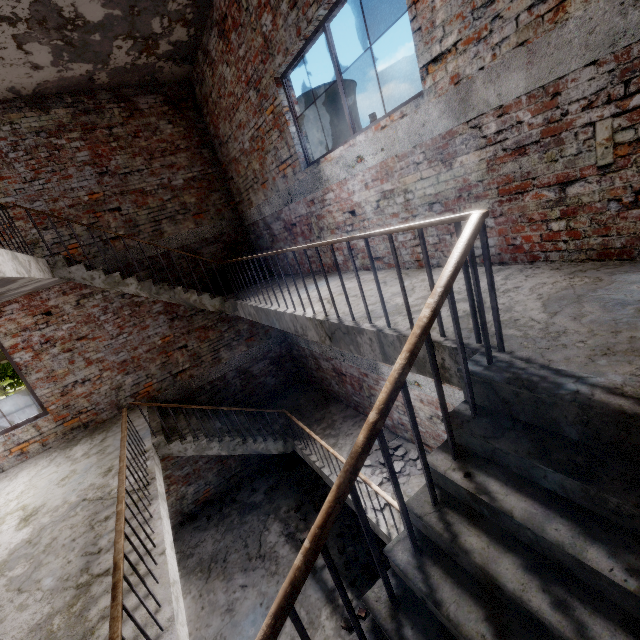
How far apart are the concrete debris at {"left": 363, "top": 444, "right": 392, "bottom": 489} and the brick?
3.4m

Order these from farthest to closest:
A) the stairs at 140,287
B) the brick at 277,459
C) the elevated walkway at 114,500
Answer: the brick at 277,459 < the elevated walkway at 114,500 < the stairs at 140,287

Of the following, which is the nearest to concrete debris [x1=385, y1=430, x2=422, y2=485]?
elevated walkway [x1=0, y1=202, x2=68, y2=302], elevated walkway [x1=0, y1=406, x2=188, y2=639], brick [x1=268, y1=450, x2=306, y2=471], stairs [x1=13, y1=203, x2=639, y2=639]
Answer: stairs [x1=13, y1=203, x2=639, y2=639]

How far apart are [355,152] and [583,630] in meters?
4.6

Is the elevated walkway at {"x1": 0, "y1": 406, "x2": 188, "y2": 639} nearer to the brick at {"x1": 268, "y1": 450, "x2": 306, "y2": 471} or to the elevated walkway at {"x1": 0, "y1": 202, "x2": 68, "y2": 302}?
the elevated walkway at {"x1": 0, "y1": 202, "x2": 68, "y2": 302}

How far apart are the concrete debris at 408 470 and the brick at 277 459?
3.4m

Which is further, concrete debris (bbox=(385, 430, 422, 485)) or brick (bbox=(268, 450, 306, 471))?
brick (bbox=(268, 450, 306, 471))

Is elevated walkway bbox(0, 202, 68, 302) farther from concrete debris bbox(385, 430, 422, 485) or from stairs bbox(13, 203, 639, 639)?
concrete debris bbox(385, 430, 422, 485)
